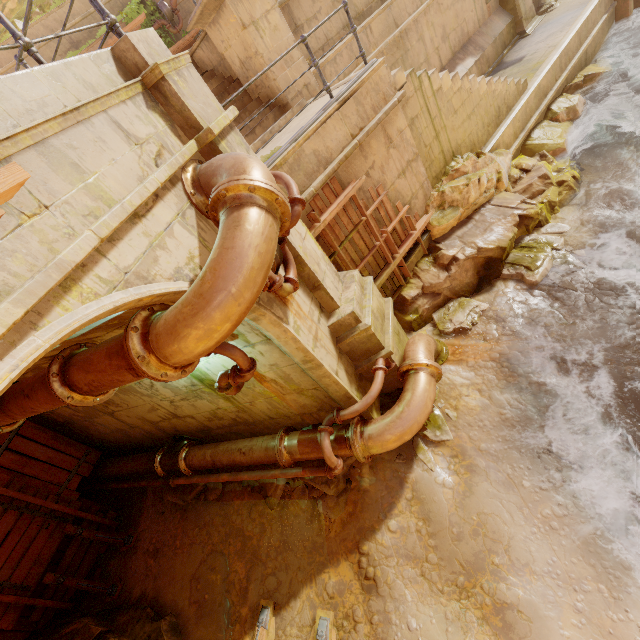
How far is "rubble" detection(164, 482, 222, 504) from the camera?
7.2m

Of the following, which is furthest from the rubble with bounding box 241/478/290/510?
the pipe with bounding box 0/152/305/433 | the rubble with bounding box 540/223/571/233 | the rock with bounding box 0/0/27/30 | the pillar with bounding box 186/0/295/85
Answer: the rock with bounding box 0/0/27/30

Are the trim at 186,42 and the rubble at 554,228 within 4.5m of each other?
no

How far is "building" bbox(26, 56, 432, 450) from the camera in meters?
4.6 m

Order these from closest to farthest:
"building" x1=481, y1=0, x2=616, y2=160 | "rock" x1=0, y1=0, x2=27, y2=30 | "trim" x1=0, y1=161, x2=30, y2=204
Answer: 1. "trim" x1=0, y1=161, x2=30, y2=204
2. "building" x1=481, y1=0, x2=616, y2=160
3. "rock" x1=0, y1=0, x2=27, y2=30

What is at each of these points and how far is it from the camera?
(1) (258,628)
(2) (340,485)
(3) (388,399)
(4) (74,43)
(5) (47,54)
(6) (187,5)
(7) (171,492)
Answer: (1) wood, 5.11m
(2) rubble, 5.55m
(3) rubble, 5.99m
(4) building, 12.28m
(5) building, 11.97m
(6) building, 12.41m
(7) rubble, 7.74m

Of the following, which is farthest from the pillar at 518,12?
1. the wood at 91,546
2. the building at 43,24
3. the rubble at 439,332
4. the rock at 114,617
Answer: the wood at 91,546

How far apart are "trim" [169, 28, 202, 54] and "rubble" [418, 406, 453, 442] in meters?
11.7
